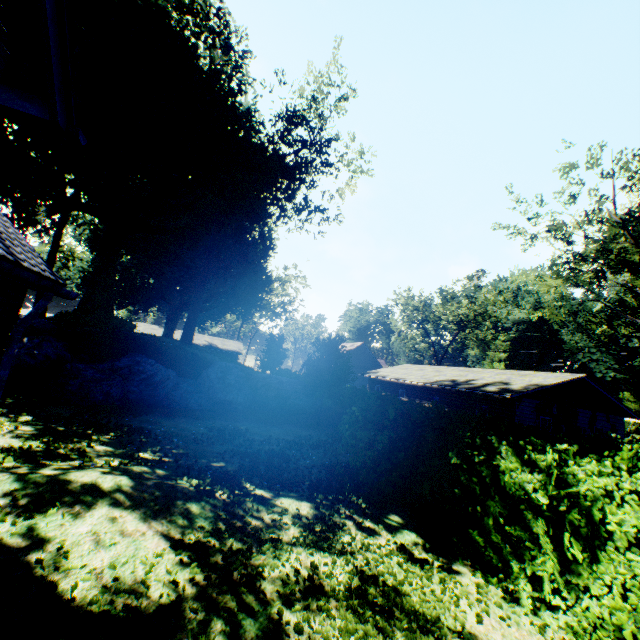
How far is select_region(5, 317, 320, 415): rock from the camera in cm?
1294

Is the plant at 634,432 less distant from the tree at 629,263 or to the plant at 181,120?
the tree at 629,263

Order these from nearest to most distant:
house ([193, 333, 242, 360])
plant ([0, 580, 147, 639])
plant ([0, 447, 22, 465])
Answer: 1. plant ([0, 580, 147, 639])
2. plant ([0, 447, 22, 465])
3. house ([193, 333, 242, 360])

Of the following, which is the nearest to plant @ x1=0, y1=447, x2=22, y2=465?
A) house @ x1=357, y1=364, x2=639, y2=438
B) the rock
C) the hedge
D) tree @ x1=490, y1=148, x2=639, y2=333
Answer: the rock

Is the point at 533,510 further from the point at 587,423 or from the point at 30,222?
the point at 30,222

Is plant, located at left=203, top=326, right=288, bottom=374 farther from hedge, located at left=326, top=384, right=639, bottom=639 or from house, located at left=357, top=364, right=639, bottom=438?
house, located at left=357, top=364, right=639, bottom=438

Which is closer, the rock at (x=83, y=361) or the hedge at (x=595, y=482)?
the hedge at (x=595, y=482)

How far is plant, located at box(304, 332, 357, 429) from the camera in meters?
17.5 m
